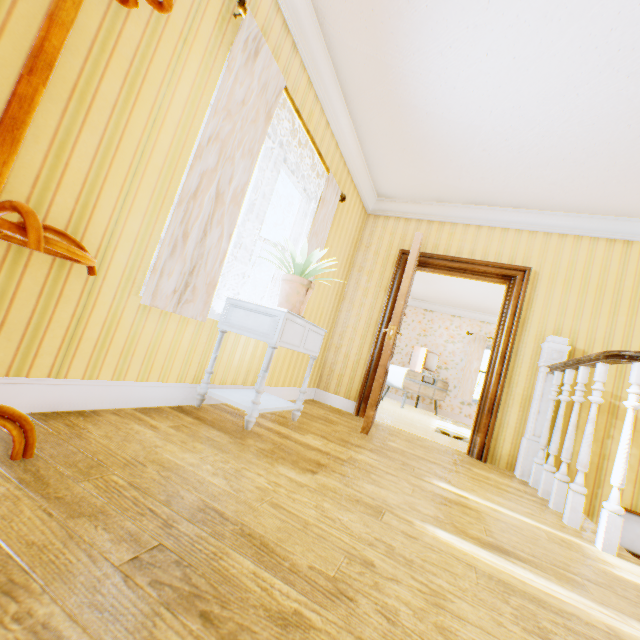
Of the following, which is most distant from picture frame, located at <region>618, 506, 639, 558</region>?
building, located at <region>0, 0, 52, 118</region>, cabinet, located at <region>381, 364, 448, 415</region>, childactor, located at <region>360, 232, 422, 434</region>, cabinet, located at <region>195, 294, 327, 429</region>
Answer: cabinet, located at <region>381, 364, 448, 415</region>

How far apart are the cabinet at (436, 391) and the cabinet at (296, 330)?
5.33m

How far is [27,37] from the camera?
1.20m

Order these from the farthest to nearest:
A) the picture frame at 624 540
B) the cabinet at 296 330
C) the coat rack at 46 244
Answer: the picture frame at 624 540
the cabinet at 296 330
the coat rack at 46 244

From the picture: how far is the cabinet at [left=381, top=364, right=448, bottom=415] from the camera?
7.75m

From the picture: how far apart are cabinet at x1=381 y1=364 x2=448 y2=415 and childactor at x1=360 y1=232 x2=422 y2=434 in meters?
3.4 m

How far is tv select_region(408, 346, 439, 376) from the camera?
8.23m

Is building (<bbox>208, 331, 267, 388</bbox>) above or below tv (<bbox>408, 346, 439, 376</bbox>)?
below
